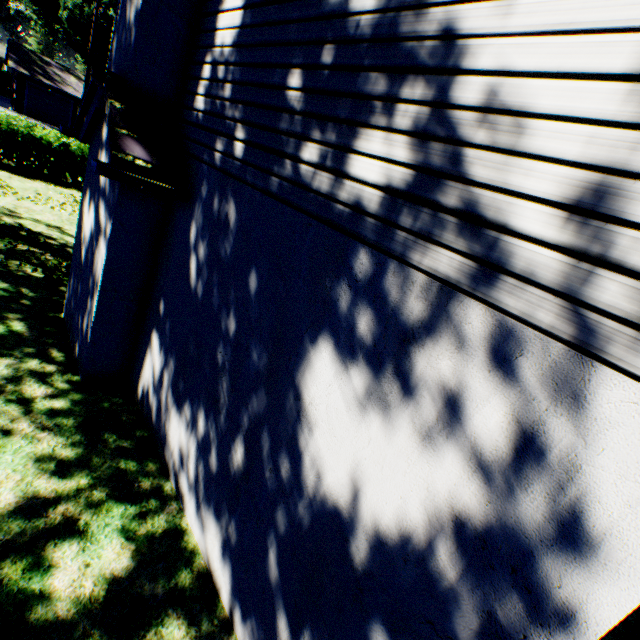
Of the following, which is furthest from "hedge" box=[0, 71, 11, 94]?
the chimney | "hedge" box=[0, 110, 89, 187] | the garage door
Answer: the chimney

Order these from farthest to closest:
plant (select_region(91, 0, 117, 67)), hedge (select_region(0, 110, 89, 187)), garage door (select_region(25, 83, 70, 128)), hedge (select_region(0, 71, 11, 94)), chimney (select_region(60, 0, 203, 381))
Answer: plant (select_region(91, 0, 117, 67))
hedge (select_region(0, 71, 11, 94))
garage door (select_region(25, 83, 70, 128))
hedge (select_region(0, 110, 89, 187))
chimney (select_region(60, 0, 203, 381))

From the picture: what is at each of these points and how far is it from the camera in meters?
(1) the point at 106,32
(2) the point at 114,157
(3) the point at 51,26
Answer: (1) plant, 51.3 m
(2) chimney, 3.4 m
(3) plant, 52.8 m

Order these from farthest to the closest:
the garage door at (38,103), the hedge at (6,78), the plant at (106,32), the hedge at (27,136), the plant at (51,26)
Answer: the plant at (106,32) < the plant at (51,26) < the hedge at (6,78) < the garage door at (38,103) < the hedge at (27,136)

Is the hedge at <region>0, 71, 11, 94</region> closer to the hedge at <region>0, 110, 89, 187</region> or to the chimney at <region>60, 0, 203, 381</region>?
the hedge at <region>0, 110, 89, 187</region>

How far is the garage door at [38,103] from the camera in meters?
30.2 m

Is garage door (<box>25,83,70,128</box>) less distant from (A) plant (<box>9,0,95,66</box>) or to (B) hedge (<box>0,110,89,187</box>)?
(A) plant (<box>9,0,95,66</box>)

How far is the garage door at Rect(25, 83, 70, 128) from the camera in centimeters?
3019cm
